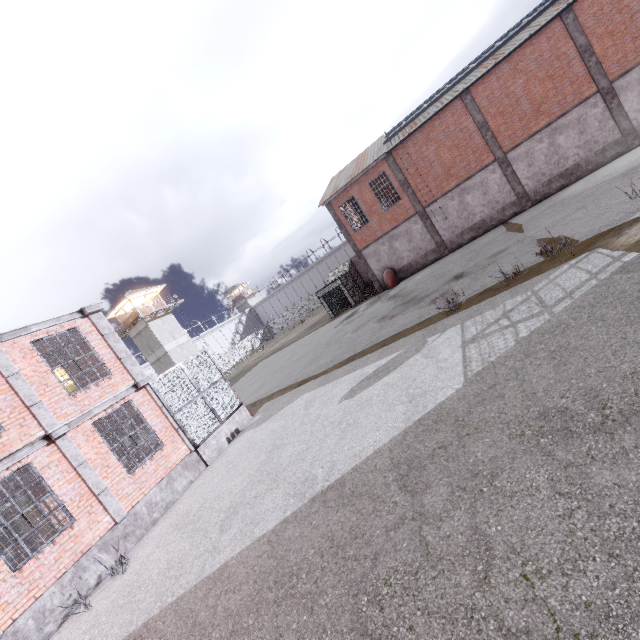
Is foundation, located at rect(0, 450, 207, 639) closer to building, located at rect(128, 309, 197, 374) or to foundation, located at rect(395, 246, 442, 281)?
foundation, located at rect(395, 246, 442, 281)

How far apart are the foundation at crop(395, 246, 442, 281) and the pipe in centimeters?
5cm

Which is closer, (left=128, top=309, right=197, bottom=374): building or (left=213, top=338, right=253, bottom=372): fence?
(left=128, top=309, right=197, bottom=374): building

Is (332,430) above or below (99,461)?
below

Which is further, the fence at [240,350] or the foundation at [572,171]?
the fence at [240,350]

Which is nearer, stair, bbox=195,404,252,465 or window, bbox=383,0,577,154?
stair, bbox=195,404,252,465

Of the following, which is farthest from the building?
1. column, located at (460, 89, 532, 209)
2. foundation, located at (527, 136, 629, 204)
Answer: foundation, located at (527, 136, 629, 204)

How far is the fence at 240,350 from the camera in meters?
52.5 m
